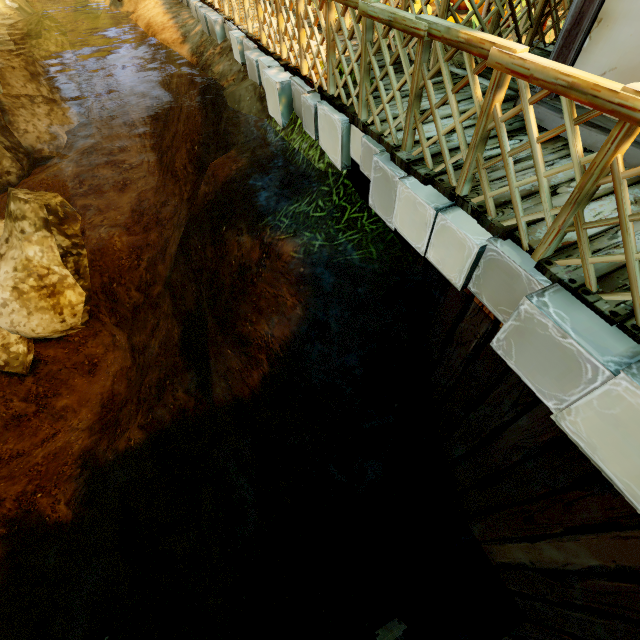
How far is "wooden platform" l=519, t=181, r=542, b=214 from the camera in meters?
2.6 m

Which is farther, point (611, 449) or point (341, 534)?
point (341, 534)

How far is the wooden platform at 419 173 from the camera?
2.5 meters

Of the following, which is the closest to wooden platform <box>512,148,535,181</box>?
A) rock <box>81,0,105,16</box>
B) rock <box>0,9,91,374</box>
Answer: rock <box>81,0,105,16</box>

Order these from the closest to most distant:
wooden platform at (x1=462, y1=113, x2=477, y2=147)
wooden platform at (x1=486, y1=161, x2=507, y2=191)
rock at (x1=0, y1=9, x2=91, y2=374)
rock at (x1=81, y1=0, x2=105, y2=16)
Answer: wooden platform at (x1=486, y1=161, x2=507, y2=191), wooden platform at (x1=462, y1=113, x2=477, y2=147), rock at (x1=0, y1=9, x2=91, y2=374), rock at (x1=81, y1=0, x2=105, y2=16)

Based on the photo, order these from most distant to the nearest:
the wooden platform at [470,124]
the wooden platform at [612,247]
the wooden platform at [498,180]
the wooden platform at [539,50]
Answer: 1. the wooden platform at [539,50]
2. the wooden platform at [470,124]
3. the wooden platform at [498,180]
4. the wooden platform at [612,247]

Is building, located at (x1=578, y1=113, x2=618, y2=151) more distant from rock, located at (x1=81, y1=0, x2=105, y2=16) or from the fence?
rock, located at (x1=81, y1=0, x2=105, y2=16)
